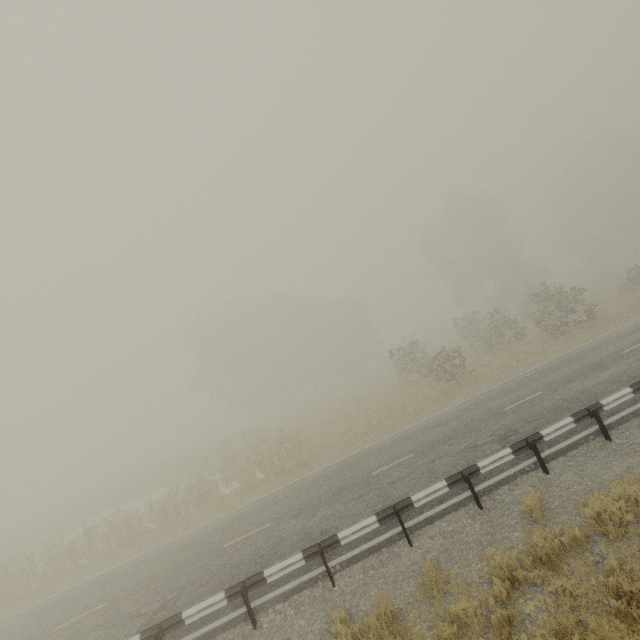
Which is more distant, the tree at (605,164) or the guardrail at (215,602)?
the tree at (605,164)

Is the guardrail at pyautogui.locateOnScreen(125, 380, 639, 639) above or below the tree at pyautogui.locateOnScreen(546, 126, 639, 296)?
below

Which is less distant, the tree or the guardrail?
the guardrail

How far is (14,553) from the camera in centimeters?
2477cm

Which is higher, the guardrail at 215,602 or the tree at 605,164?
the tree at 605,164
